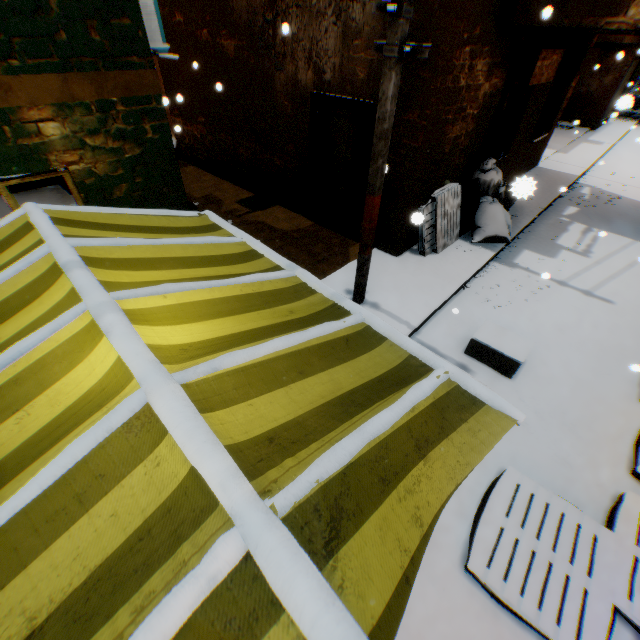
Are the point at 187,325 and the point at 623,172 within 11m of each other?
no

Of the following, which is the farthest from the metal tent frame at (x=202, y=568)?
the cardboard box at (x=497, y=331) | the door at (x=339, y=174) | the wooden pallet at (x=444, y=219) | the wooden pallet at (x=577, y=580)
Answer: the wooden pallet at (x=444, y=219)

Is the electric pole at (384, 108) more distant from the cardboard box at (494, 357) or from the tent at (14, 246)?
the cardboard box at (494, 357)

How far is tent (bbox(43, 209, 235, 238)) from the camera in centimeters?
221cm

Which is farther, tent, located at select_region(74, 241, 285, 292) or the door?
the door

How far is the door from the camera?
6.1 meters

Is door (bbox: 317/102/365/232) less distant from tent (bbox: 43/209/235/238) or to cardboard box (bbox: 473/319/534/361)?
tent (bbox: 43/209/235/238)

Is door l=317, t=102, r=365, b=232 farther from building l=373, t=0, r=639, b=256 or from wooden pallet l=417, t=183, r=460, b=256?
wooden pallet l=417, t=183, r=460, b=256
